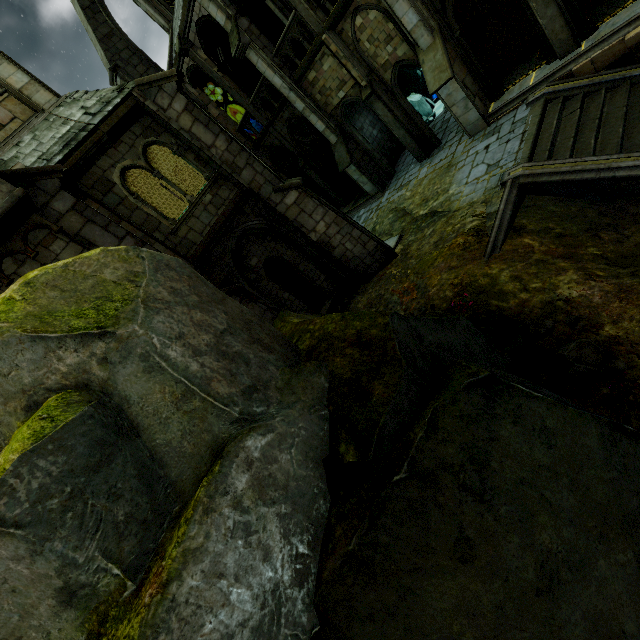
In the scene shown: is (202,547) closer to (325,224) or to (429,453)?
(429,453)

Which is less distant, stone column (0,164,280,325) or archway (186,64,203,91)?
stone column (0,164,280,325)

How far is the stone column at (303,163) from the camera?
18.20m

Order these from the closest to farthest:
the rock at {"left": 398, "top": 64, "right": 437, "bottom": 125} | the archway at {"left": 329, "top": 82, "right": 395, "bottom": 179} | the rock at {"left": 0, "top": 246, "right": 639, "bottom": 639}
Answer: the rock at {"left": 0, "top": 246, "right": 639, "bottom": 639}, the archway at {"left": 329, "top": 82, "right": 395, "bottom": 179}, the rock at {"left": 398, "top": 64, "right": 437, "bottom": 125}

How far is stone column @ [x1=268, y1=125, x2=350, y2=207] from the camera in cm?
1820

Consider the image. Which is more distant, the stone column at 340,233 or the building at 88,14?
the building at 88,14

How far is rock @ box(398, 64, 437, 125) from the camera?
24.86m

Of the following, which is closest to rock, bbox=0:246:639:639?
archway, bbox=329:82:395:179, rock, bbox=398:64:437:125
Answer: archway, bbox=329:82:395:179
